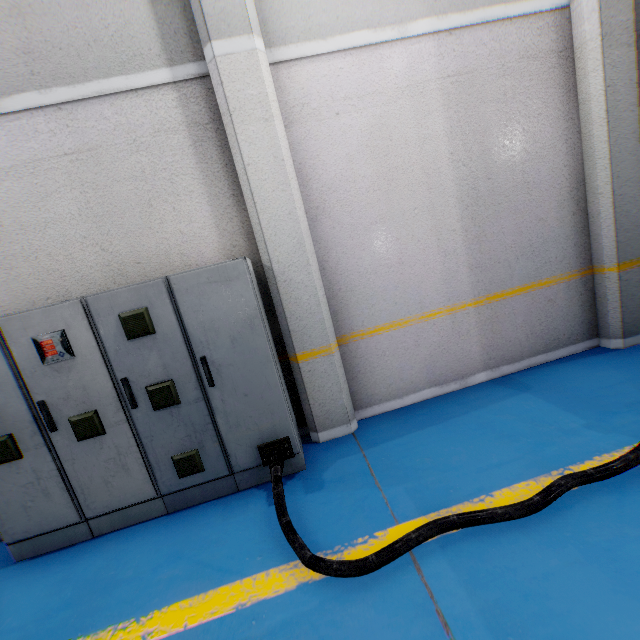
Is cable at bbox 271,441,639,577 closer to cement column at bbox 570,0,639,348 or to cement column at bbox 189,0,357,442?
cement column at bbox 189,0,357,442

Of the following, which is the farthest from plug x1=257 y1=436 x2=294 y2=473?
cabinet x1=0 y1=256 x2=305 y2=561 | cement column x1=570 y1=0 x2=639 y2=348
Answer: cement column x1=570 y1=0 x2=639 y2=348

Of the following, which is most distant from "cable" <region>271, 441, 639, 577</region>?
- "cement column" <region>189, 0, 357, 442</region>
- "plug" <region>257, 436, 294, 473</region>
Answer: "cement column" <region>189, 0, 357, 442</region>

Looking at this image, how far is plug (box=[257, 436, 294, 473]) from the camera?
2.9m

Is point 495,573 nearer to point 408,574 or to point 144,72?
point 408,574

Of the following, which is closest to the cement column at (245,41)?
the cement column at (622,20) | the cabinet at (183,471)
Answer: the cabinet at (183,471)

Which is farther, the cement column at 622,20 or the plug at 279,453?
the cement column at 622,20

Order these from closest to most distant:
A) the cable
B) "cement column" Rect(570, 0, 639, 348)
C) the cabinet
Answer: the cable, the cabinet, "cement column" Rect(570, 0, 639, 348)
